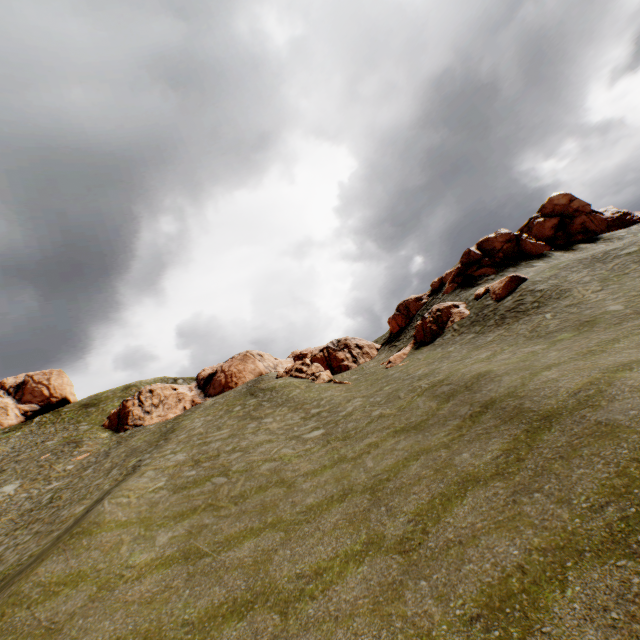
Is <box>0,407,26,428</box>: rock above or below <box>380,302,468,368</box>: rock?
above

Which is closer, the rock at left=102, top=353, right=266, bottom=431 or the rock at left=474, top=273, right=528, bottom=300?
the rock at left=474, top=273, right=528, bottom=300

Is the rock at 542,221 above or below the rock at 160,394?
below

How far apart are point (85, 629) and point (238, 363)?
39.8m

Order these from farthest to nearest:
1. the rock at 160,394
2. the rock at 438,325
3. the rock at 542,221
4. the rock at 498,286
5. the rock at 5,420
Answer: the rock at 5,420 < the rock at 160,394 < the rock at 542,221 < the rock at 438,325 < the rock at 498,286

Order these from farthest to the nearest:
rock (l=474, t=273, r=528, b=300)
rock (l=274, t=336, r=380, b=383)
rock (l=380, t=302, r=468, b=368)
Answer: rock (l=274, t=336, r=380, b=383) → rock (l=380, t=302, r=468, b=368) → rock (l=474, t=273, r=528, b=300)

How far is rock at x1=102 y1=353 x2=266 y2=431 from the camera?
44.3m
